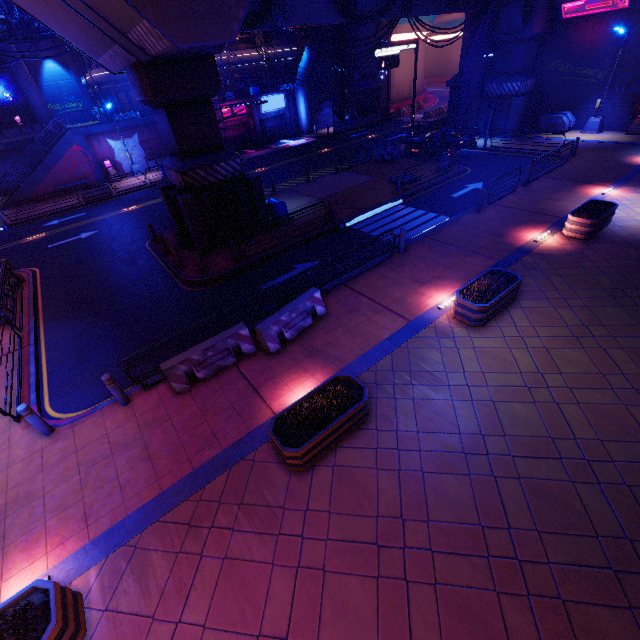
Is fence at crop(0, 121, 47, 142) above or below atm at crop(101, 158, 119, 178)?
above

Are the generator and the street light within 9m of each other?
yes

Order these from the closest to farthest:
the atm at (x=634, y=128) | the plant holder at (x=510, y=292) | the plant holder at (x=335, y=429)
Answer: the plant holder at (x=335, y=429) → the plant holder at (x=510, y=292) → the atm at (x=634, y=128)

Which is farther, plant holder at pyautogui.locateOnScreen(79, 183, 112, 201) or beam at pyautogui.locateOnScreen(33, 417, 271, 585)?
plant holder at pyautogui.locateOnScreen(79, 183, 112, 201)

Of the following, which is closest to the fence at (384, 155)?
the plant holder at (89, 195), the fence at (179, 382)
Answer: the fence at (179, 382)

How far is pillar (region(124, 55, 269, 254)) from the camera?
12.6 meters

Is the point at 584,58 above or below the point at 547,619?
above

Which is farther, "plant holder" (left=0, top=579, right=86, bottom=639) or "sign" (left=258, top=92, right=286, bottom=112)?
"sign" (left=258, top=92, right=286, bottom=112)
